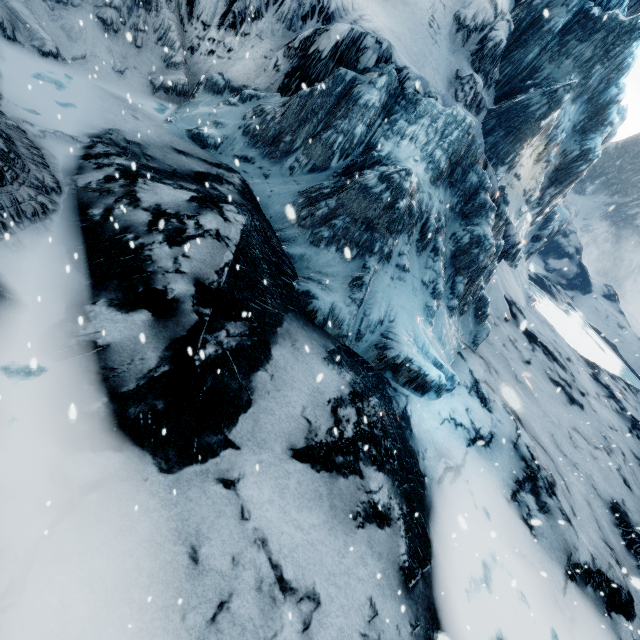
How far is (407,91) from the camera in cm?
1026
